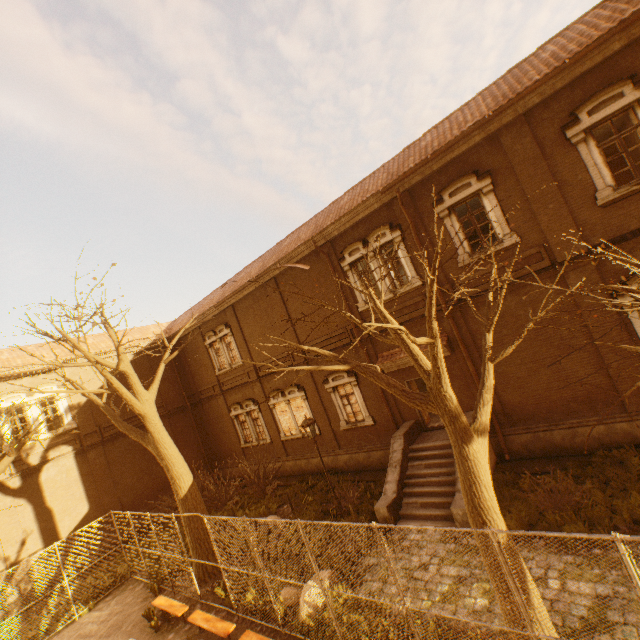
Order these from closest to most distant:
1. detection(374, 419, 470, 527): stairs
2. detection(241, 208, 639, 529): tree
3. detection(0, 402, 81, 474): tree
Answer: detection(241, 208, 639, 529): tree
detection(374, 419, 470, 527): stairs
detection(0, 402, 81, 474): tree

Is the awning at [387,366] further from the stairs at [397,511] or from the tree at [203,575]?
the tree at [203,575]

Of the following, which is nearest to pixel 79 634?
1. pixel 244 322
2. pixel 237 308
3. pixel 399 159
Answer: pixel 244 322

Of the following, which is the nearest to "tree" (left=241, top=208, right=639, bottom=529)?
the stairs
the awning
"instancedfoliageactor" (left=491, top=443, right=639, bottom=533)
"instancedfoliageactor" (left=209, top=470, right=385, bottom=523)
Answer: "instancedfoliageactor" (left=209, top=470, right=385, bottom=523)

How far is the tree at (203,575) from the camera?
11.4 meters

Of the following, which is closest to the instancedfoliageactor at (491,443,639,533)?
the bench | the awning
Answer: the awning

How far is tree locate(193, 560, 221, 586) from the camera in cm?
1141
